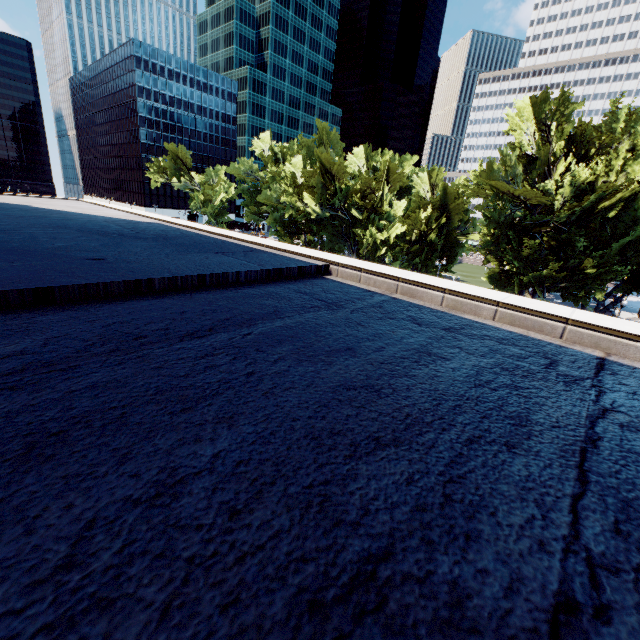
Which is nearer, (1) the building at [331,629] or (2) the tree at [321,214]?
(1) the building at [331,629]

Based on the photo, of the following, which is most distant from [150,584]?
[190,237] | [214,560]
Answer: [190,237]

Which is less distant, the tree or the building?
the building
